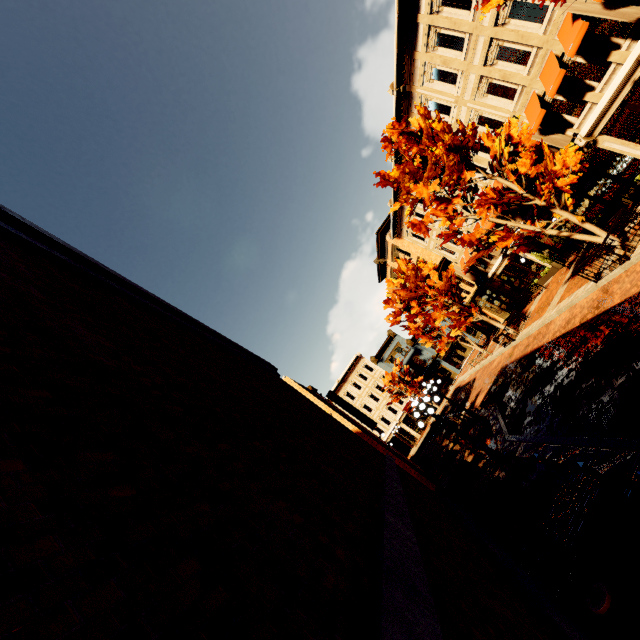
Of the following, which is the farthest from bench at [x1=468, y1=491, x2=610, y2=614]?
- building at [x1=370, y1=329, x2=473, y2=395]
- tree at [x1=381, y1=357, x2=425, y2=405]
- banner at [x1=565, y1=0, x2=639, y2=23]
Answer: building at [x1=370, y1=329, x2=473, y2=395]

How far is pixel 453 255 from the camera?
29.75m

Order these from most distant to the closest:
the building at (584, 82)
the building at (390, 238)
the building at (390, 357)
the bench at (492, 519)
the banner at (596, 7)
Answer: the building at (390, 357) → the building at (390, 238) → the building at (584, 82) → the banner at (596, 7) → the bench at (492, 519)

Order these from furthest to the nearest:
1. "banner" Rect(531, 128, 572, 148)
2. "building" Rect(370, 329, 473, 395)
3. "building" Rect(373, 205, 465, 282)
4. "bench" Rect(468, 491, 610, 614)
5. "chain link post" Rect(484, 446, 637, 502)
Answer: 1. "building" Rect(370, 329, 473, 395)
2. "building" Rect(373, 205, 465, 282)
3. "banner" Rect(531, 128, 572, 148)
4. "chain link post" Rect(484, 446, 637, 502)
5. "bench" Rect(468, 491, 610, 614)

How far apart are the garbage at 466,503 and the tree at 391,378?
29.60m

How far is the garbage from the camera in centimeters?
1180cm

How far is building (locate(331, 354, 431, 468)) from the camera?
44.1 meters

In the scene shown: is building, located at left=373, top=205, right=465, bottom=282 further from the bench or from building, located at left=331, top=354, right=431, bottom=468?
the bench
